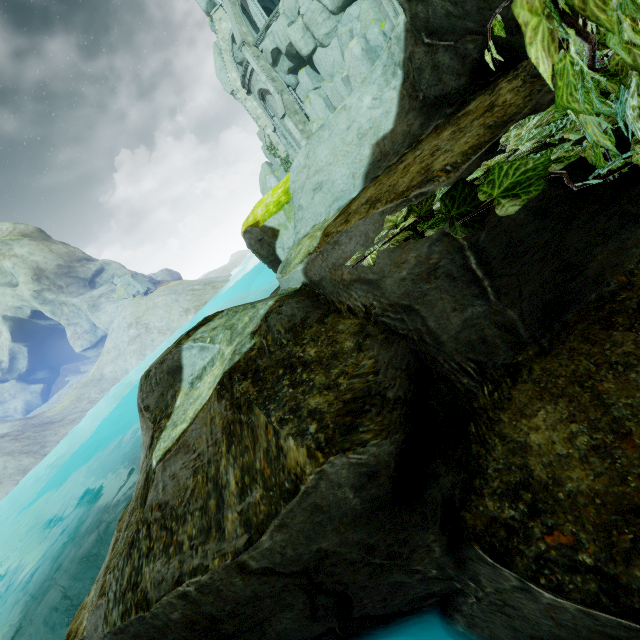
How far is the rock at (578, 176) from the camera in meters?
1.8

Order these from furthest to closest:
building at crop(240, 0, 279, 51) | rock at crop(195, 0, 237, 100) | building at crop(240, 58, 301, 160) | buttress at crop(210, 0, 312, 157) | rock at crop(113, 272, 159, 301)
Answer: rock at crop(113, 272, 159, 301) < rock at crop(195, 0, 237, 100) < building at crop(240, 58, 301, 160) < buttress at crop(210, 0, 312, 157) < building at crop(240, 0, 279, 51)

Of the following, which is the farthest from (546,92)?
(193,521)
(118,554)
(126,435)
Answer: (126,435)

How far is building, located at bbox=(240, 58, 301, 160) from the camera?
31.5 meters

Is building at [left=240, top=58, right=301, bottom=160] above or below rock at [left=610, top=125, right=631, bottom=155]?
above

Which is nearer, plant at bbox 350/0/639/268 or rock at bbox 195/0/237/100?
plant at bbox 350/0/639/268

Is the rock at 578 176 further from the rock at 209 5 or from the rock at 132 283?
the rock at 132 283

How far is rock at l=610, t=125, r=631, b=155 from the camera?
1.7m
